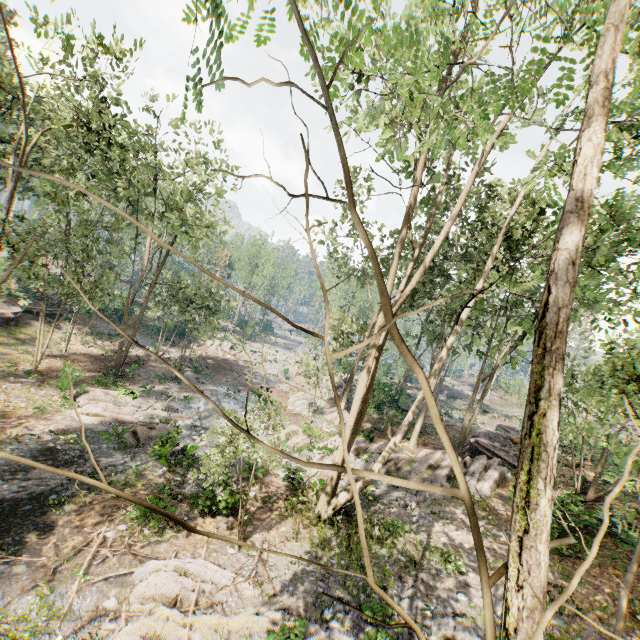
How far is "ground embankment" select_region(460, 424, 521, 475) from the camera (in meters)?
20.87

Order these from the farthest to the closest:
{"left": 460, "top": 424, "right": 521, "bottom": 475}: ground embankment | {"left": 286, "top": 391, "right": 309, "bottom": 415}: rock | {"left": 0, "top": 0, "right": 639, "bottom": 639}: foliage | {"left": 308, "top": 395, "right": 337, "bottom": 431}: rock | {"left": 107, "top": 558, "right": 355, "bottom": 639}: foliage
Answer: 1. {"left": 286, "top": 391, "right": 309, "bottom": 415}: rock
2. {"left": 308, "top": 395, "right": 337, "bottom": 431}: rock
3. {"left": 460, "top": 424, "right": 521, "bottom": 475}: ground embankment
4. {"left": 107, "top": 558, "right": 355, "bottom": 639}: foliage
5. {"left": 0, "top": 0, "right": 639, "bottom": 639}: foliage

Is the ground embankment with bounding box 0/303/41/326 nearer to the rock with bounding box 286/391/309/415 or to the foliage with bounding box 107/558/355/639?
the foliage with bounding box 107/558/355/639

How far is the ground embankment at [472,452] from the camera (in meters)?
20.87

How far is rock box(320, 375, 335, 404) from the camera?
31.7m

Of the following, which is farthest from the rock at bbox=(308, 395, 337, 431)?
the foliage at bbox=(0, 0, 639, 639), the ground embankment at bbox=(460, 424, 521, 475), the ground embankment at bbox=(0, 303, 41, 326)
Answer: the ground embankment at bbox=(0, 303, 41, 326)

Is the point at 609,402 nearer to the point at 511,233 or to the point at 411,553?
the point at 411,553

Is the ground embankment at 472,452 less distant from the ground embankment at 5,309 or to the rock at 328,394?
the rock at 328,394
